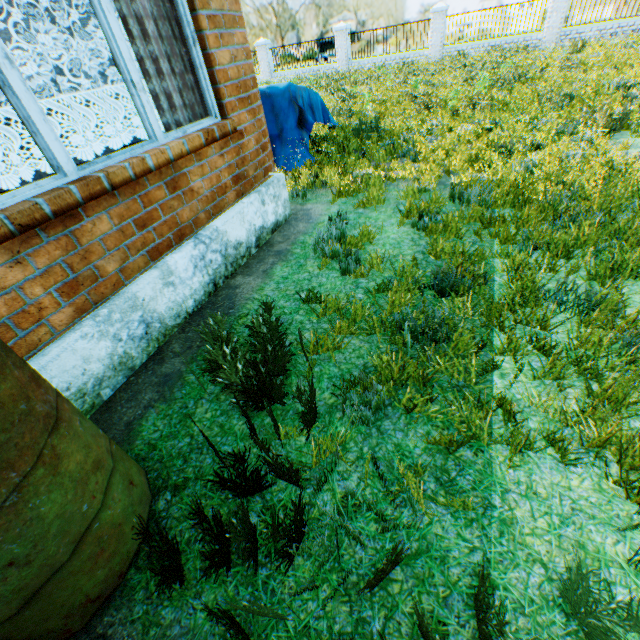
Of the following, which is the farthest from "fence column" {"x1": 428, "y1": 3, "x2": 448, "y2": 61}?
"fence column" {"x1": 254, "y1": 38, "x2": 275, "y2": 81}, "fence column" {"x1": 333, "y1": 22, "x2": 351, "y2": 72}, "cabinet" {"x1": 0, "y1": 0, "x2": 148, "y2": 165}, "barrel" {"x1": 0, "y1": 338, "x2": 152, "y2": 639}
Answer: "barrel" {"x1": 0, "y1": 338, "x2": 152, "y2": 639}

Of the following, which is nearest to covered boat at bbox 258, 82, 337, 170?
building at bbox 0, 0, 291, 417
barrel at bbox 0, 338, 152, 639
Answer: building at bbox 0, 0, 291, 417

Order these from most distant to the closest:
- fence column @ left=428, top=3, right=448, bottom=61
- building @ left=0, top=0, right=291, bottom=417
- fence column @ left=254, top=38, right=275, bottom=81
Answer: fence column @ left=254, top=38, right=275, bottom=81 → fence column @ left=428, top=3, right=448, bottom=61 → building @ left=0, top=0, right=291, bottom=417

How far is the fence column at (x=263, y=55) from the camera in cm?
2125

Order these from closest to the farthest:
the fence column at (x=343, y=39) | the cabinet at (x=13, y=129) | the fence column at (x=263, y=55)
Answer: the cabinet at (x=13, y=129) → the fence column at (x=343, y=39) → the fence column at (x=263, y=55)

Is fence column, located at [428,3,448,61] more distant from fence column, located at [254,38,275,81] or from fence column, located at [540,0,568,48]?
fence column, located at [254,38,275,81]

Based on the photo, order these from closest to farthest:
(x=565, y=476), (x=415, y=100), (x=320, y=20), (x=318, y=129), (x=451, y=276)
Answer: (x=565, y=476)
(x=451, y=276)
(x=415, y=100)
(x=318, y=129)
(x=320, y=20)

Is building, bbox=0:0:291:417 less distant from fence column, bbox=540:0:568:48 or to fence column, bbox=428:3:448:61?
fence column, bbox=428:3:448:61
